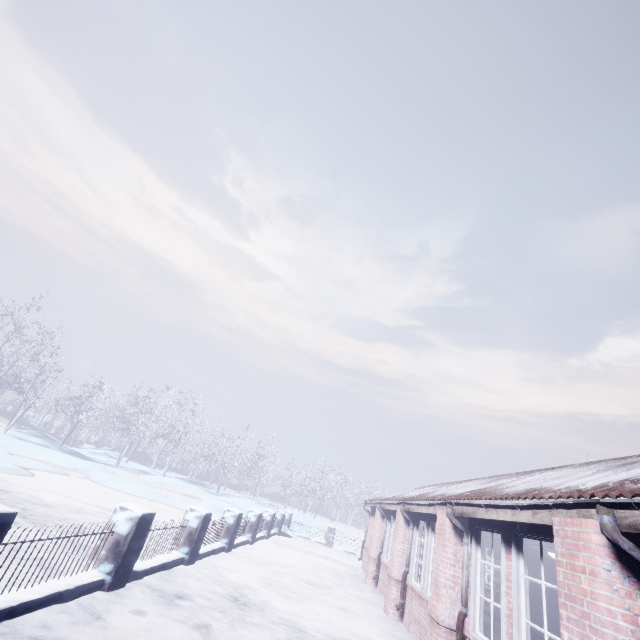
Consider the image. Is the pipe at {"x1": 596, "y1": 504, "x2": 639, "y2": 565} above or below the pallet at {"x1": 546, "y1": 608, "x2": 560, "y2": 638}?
above

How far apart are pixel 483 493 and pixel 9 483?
11.3m

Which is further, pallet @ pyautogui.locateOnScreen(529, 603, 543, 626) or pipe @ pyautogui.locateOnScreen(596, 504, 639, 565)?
pallet @ pyautogui.locateOnScreen(529, 603, 543, 626)

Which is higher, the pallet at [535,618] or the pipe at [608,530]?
the pipe at [608,530]

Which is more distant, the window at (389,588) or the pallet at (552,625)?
the pallet at (552,625)

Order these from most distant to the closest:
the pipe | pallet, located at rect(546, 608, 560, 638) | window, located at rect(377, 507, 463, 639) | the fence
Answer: pallet, located at rect(546, 608, 560, 638), window, located at rect(377, 507, 463, 639), the fence, the pipe

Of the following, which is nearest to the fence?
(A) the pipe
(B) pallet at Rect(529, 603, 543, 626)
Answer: (A) the pipe

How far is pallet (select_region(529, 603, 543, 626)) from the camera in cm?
581
